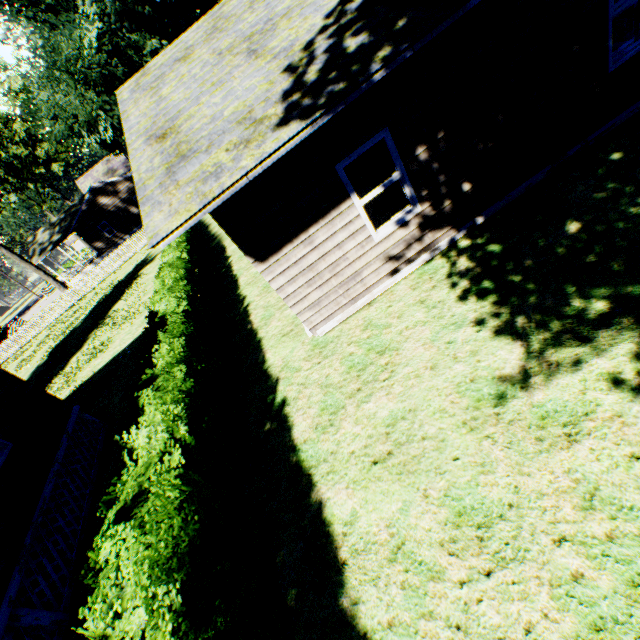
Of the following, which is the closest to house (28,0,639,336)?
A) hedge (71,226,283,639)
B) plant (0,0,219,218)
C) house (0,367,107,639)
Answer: hedge (71,226,283,639)

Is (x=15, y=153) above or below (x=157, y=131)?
above

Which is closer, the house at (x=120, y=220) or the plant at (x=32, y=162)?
the house at (x=120, y=220)

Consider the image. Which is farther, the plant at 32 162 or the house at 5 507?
the plant at 32 162

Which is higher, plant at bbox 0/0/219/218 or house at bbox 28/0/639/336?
plant at bbox 0/0/219/218

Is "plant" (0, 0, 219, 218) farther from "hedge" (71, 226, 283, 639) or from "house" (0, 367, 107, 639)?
"hedge" (71, 226, 283, 639)

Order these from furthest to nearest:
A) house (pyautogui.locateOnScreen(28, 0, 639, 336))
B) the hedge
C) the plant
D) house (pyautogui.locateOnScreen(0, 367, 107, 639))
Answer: the plant < house (pyautogui.locateOnScreen(0, 367, 107, 639)) < house (pyautogui.locateOnScreen(28, 0, 639, 336)) < the hedge

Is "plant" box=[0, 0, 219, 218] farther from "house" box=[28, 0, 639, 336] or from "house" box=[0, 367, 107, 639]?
"house" box=[28, 0, 639, 336]
